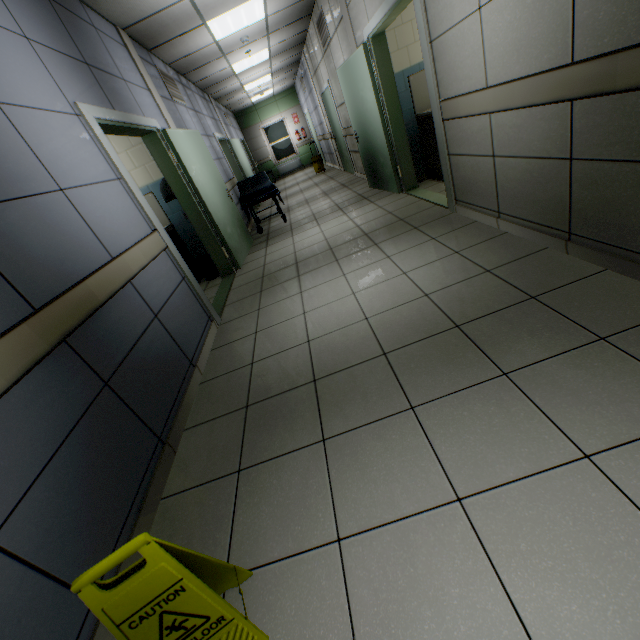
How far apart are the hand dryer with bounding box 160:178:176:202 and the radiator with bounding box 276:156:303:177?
12.5m

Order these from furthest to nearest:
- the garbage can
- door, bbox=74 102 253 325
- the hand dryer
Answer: the garbage can < the hand dryer < door, bbox=74 102 253 325

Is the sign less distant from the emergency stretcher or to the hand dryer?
the hand dryer

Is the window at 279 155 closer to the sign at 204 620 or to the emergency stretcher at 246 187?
the emergency stretcher at 246 187

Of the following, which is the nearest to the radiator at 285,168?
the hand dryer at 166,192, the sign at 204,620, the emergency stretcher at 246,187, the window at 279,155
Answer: the window at 279,155

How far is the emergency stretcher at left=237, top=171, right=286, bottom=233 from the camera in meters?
6.2 m

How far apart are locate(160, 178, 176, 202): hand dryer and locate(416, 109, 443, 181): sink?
3.8m

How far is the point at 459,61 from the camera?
2.6m
